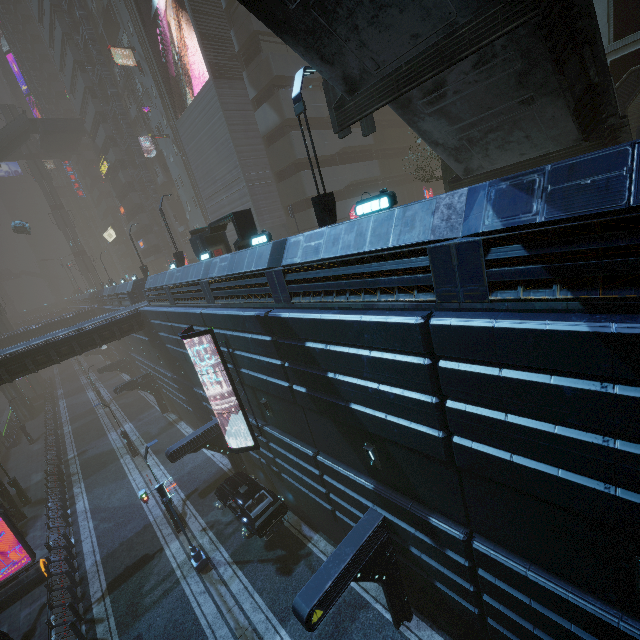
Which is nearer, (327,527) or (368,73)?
(368,73)

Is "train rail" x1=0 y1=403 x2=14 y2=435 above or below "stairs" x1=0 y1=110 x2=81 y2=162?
below

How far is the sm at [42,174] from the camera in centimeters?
5769cm

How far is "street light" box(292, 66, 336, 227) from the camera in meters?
10.2 m

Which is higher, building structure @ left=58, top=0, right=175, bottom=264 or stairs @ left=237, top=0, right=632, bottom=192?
building structure @ left=58, top=0, right=175, bottom=264

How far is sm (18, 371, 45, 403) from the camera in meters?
50.6 m

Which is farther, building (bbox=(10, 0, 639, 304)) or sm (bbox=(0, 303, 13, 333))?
sm (bbox=(0, 303, 13, 333))

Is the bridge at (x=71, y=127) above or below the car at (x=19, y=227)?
above
